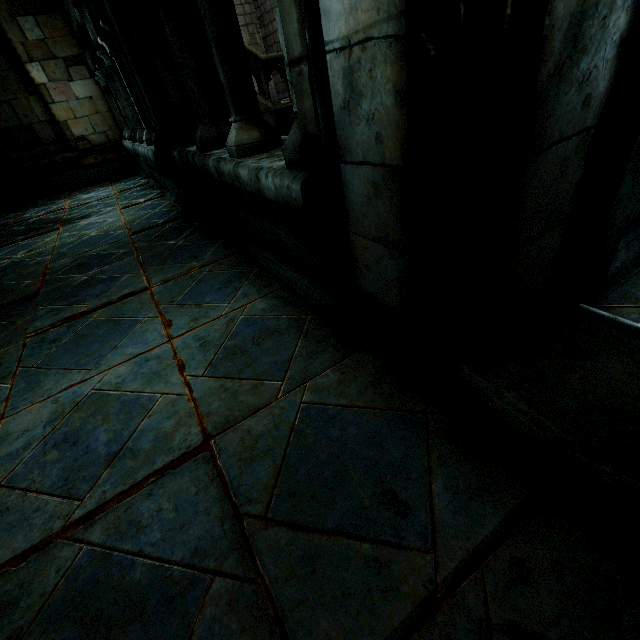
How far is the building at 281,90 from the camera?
14.22m

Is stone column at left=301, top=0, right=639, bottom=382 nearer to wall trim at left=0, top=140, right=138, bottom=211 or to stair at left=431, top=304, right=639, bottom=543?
stair at left=431, top=304, right=639, bottom=543

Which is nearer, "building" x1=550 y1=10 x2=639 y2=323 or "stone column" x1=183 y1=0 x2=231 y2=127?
"building" x1=550 y1=10 x2=639 y2=323

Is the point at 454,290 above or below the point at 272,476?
above

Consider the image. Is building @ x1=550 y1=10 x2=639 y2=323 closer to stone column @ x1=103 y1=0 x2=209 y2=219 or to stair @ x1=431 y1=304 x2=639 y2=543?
stair @ x1=431 y1=304 x2=639 y2=543

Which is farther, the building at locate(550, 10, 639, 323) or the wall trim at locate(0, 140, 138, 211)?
the wall trim at locate(0, 140, 138, 211)

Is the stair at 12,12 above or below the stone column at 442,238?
above

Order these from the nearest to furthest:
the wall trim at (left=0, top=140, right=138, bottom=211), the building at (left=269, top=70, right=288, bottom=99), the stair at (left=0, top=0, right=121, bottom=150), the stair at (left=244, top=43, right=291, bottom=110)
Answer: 1. the stair at (left=0, top=0, right=121, bottom=150)
2. the wall trim at (left=0, top=140, right=138, bottom=211)
3. the stair at (left=244, top=43, right=291, bottom=110)
4. the building at (left=269, top=70, right=288, bottom=99)
